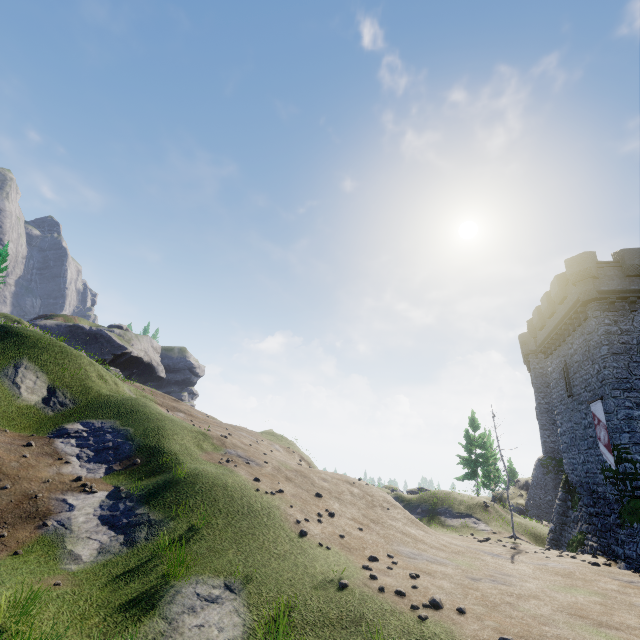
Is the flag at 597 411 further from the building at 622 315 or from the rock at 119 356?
the rock at 119 356

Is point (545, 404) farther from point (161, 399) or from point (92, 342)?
point (92, 342)

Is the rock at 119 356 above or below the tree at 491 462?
above

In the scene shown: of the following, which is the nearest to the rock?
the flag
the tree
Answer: the tree

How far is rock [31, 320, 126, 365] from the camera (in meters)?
55.44

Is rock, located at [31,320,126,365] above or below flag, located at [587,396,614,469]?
above

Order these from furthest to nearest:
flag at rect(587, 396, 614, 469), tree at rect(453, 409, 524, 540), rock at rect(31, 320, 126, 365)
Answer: rock at rect(31, 320, 126, 365)
tree at rect(453, 409, 524, 540)
flag at rect(587, 396, 614, 469)
